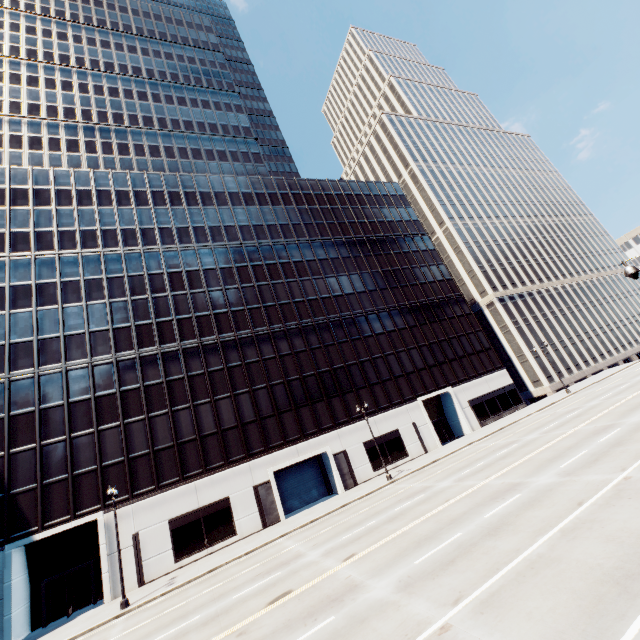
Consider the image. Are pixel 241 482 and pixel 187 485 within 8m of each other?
yes

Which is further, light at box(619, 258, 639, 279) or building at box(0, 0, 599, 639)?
building at box(0, 0, 599, 639)

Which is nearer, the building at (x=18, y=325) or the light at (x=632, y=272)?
the light at (x=632, y=272)
